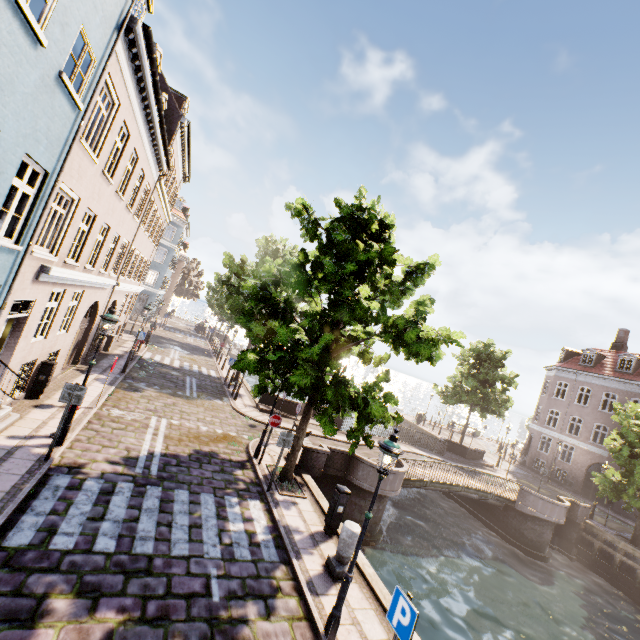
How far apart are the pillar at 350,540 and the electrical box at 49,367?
10.58m

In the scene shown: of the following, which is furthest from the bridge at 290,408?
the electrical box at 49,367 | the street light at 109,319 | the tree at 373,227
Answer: the electrical box at 49,367

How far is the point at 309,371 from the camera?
8.49m

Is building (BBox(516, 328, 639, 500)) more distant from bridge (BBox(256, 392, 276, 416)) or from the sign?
the sign

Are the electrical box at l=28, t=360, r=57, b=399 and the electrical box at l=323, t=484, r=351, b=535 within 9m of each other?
no

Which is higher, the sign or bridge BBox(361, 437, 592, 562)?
the sign

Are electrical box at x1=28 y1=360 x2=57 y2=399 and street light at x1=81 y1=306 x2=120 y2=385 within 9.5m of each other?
yes

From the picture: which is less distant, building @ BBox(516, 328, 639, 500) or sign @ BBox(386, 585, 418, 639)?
sign @ BBox(386, 585, 418, 639)
